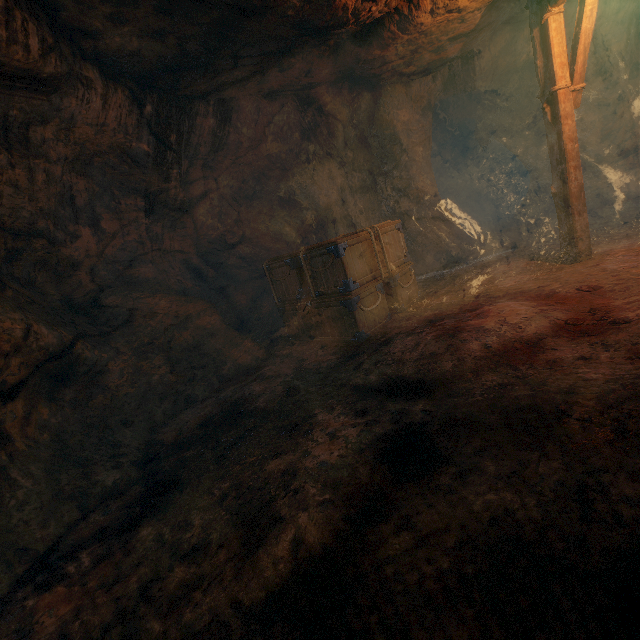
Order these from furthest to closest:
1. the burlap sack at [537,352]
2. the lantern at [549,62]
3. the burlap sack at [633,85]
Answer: the burlap sack at [633,85] < the lantern at [549,62] < the burlap sack at [537,352]

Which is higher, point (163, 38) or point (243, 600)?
point (163, 38)

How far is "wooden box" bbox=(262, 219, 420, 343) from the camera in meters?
5.3 m

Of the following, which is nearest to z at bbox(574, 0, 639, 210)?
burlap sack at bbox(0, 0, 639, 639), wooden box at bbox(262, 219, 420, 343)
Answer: burlap sack at bbox(0, 0, 639, 639)

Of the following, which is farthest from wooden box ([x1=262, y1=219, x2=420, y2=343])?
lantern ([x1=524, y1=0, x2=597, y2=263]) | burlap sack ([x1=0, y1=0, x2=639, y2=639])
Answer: lantern ([x1=524, y1=0, x2=597, y2=263])

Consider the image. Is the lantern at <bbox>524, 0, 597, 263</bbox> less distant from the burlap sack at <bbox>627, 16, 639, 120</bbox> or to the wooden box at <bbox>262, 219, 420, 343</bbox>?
the burlap sack at <bbox>627, 16, 639, 120</bbox>

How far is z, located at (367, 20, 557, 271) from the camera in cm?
844

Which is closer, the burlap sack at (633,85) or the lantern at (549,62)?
the lantern at (549,62)
